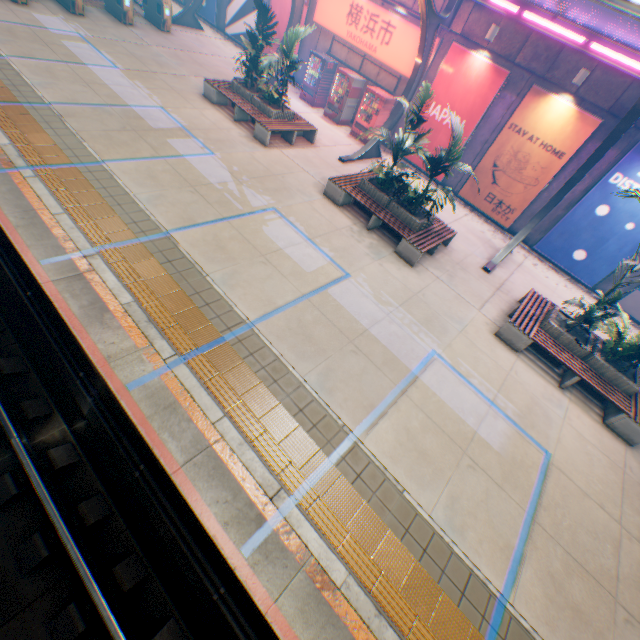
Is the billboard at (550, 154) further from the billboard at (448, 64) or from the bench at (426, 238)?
the bench at (426, 238)

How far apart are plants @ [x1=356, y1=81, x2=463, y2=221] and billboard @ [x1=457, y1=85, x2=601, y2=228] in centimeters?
516cm

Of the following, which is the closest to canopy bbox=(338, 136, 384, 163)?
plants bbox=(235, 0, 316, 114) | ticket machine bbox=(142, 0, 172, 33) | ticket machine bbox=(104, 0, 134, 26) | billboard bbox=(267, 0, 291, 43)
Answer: ticket machine bbox=(142, 0, 172, 33)

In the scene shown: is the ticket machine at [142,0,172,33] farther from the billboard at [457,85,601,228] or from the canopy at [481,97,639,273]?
the billboard at [457,85,601,228]

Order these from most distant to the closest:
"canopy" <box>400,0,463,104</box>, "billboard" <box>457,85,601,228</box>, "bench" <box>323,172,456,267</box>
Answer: "billboard" <box>457,85,601,228</box> → "canopy" <box>400,0,463,104</box> → "bench" <box>323,172,456,267</box>

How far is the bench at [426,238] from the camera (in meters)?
9.52

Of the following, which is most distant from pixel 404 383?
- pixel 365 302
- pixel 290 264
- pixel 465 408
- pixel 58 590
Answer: pixel 58 590

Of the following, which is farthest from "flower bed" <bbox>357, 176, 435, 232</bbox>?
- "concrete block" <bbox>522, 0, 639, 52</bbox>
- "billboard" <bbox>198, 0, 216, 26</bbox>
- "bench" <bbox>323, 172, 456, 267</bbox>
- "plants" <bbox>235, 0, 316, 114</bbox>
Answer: "billboard" <bbox>198, 0, 216, 26</bbox>
